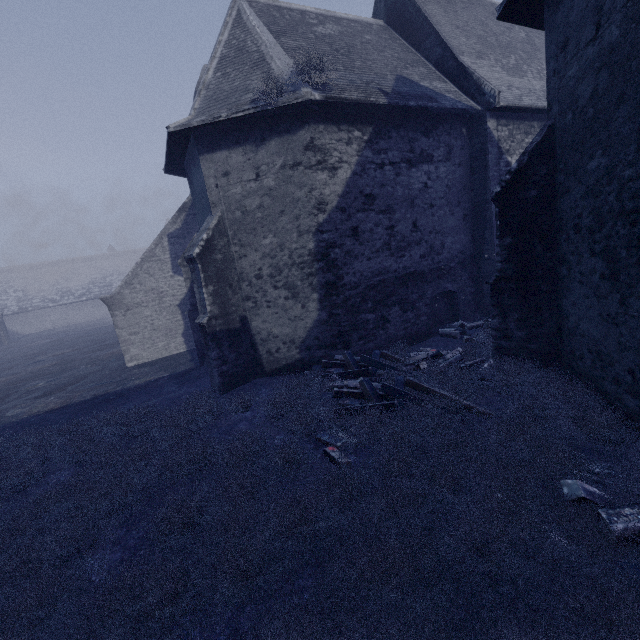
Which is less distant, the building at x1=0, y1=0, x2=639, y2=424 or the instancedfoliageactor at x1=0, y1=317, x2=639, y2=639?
the instancedfoliageactor at x1=0, y1=317, x2=639, y2=639

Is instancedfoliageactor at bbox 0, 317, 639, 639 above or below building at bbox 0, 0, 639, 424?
below

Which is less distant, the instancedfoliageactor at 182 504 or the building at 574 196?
the instancedfoliageactor at 182 504

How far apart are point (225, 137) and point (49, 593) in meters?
9.5 m

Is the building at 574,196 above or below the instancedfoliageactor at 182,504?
above
